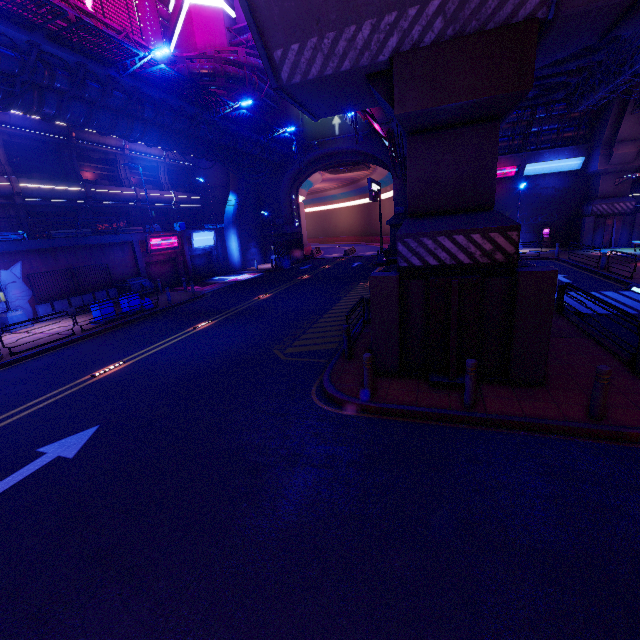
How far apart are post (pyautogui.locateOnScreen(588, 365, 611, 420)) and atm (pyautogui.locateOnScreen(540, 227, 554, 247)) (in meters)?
31.12

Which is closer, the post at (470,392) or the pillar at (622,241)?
the post at (470,392)

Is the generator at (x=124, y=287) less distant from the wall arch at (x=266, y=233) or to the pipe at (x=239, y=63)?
the pipe at (x=239, y=63)

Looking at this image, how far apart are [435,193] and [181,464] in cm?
825

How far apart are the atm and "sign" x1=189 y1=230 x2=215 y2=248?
32.42m

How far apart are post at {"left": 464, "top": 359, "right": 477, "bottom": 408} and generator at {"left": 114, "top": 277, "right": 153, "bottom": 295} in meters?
23.5

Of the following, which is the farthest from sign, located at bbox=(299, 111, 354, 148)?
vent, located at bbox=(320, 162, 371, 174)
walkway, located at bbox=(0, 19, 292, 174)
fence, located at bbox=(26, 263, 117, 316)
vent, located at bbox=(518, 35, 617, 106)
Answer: fence, located at bbox=(26, 263, 117, 316)

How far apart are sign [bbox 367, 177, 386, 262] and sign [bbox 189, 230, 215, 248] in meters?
16.5
